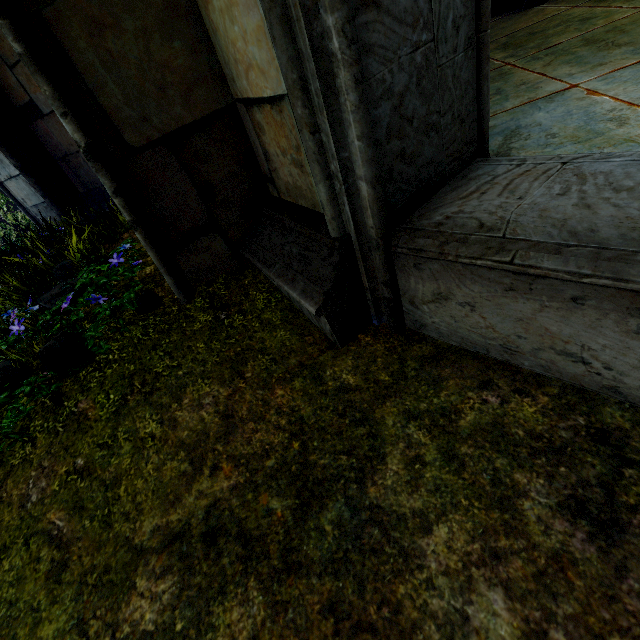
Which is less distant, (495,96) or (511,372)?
(511,372)
